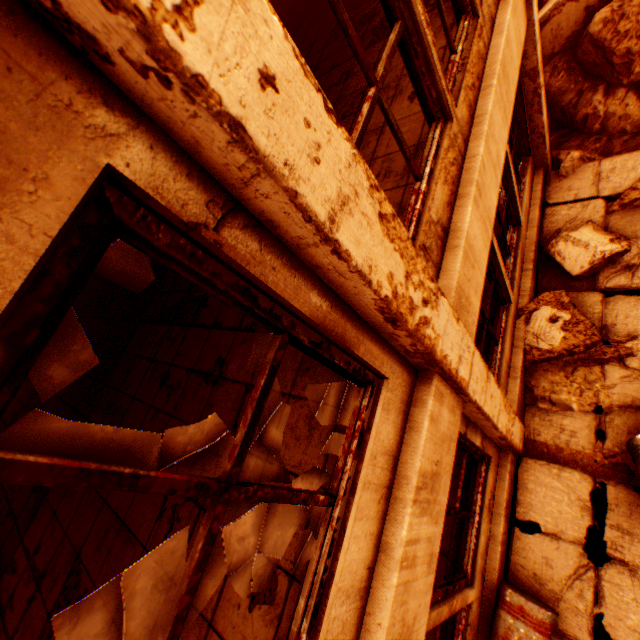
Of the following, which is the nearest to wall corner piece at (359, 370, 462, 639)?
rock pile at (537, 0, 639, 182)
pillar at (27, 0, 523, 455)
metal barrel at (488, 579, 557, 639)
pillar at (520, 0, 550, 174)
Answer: pillar at (27, 0, 523, 455)

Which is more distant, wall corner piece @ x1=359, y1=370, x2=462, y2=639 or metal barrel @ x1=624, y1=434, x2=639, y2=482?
metal barrel @ x1=624, y1=434, x2=639, y2=482

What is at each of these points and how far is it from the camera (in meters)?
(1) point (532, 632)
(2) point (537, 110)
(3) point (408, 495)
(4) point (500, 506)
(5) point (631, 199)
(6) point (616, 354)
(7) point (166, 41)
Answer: (1) metal barrel, 3.23
(2) pillar, 5.01
(3) wall corner piece, 1.85
(4) wall corner piece, 4.01
(5) rock pile, 4.86
(6) rock pile, 4.30
(7) pillar, 0.65

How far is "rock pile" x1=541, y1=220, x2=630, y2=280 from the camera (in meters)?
4.66

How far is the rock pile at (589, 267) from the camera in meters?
4.7 m

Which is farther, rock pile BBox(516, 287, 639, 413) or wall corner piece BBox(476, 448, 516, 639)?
rock pile BBox(516, 287, 639, 413)

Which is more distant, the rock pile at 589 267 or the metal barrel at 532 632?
the rock pile at 589 267

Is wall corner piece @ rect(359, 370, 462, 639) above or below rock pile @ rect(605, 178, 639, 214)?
above
